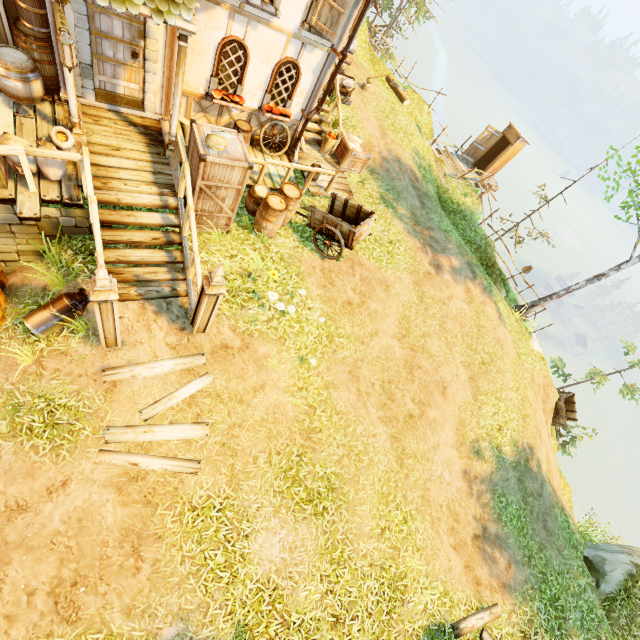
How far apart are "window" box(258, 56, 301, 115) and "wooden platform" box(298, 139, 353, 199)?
1.2 meters

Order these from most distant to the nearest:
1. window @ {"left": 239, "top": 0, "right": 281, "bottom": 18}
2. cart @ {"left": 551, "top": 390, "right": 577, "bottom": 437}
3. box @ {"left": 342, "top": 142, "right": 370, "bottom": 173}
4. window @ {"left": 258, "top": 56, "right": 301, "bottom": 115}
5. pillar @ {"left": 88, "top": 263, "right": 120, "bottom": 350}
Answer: cart @ {"left": 551, "top": 390, "right": 577, "bottom": 437}, box @ {"left": 342, "top": 142, "right": 370, "bottom": 173}, window @ {"left": 258, "top": 56, "right": 301, "bottom": 115}, window @ {"left": 239, "top": 0, "right": 281, "bottom": 18}, pillar @ {"left": 88, "top": 263, "right": 120, "bottom": 350}

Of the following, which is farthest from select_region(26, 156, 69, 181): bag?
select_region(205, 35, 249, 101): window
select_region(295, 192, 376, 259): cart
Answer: select_region(295, 192, 376, 259): cart

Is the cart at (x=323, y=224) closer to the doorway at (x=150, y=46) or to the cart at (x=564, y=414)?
the doorway at (x=150, y=46)

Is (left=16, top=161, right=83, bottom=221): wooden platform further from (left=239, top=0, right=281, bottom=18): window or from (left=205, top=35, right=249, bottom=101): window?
(left=239, top=0, right=281, bottom=18): window

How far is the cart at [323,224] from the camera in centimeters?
874cm

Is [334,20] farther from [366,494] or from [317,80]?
[366,494]

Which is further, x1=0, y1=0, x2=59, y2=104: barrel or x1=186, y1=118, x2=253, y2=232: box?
x1=186, y1=118, x2=253, y2=232: box
